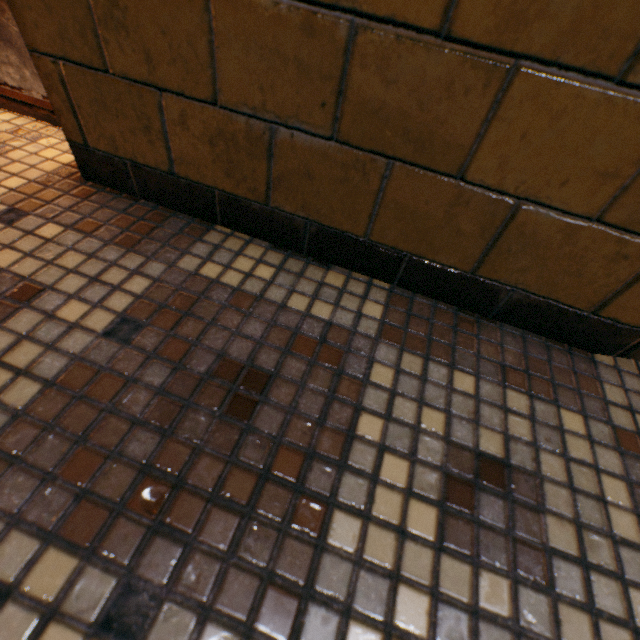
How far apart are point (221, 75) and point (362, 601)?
0.71m
